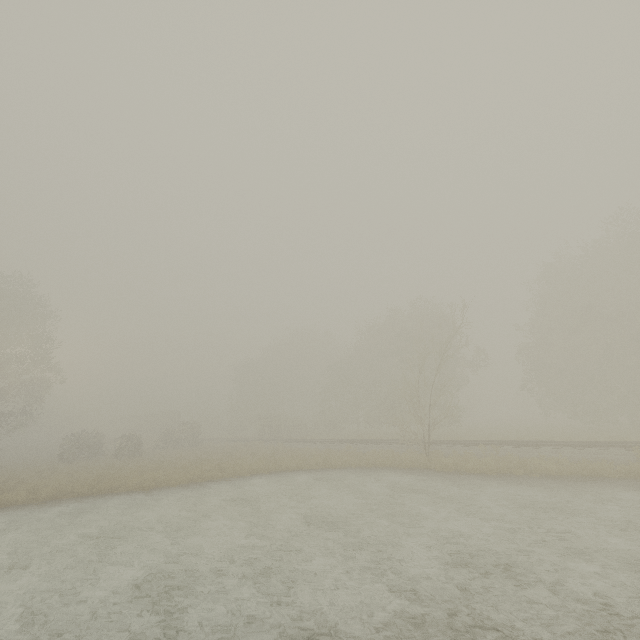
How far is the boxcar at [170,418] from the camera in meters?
56.8 m

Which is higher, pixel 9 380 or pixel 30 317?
pixel 30 317

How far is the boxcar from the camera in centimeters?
5678cm

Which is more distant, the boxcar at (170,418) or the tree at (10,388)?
the boxcar at (170,418)

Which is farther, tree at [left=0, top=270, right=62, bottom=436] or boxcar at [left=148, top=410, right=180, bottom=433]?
boxcar at [left=148, top=410, right=180, bottom=433]
